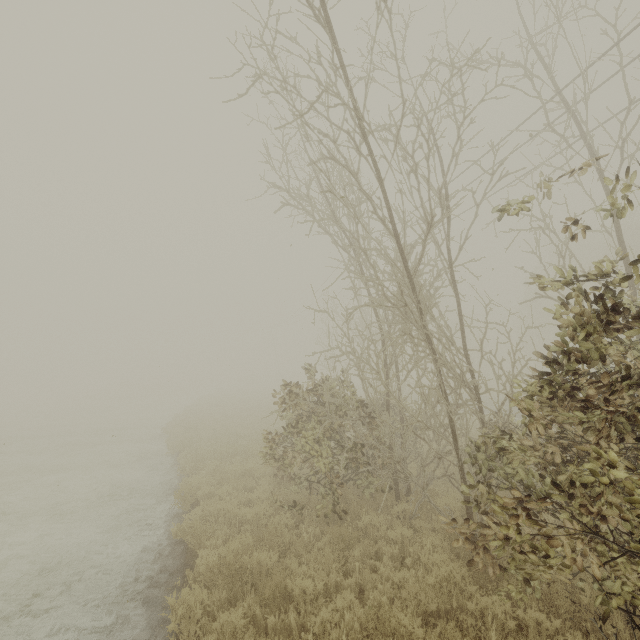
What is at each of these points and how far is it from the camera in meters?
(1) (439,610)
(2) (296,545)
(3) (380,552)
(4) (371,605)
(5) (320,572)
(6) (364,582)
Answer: (1) tree, 4.7 m
(2) tree, 6.4 m
(3) tree, 6.3 m
(4) tree, 4.9 m
(5) tree, 5.5 m
(6) tree, 5.5 m

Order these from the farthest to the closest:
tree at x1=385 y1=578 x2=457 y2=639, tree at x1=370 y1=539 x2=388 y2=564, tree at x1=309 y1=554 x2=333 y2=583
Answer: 1. tree at x1=370 y1=539 x2=388 y2=564
2. tree at x1=309 y1=554 x2=333 y2=583
3. tree at x1=385 y1=578 x2=457 y2=639

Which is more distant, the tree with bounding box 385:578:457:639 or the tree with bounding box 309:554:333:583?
the tree with bounding box 309:554:333:583

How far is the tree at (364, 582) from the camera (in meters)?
5.40

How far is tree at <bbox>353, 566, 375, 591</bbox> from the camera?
5.4m

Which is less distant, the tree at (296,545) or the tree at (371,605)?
the tree at (371,605)
